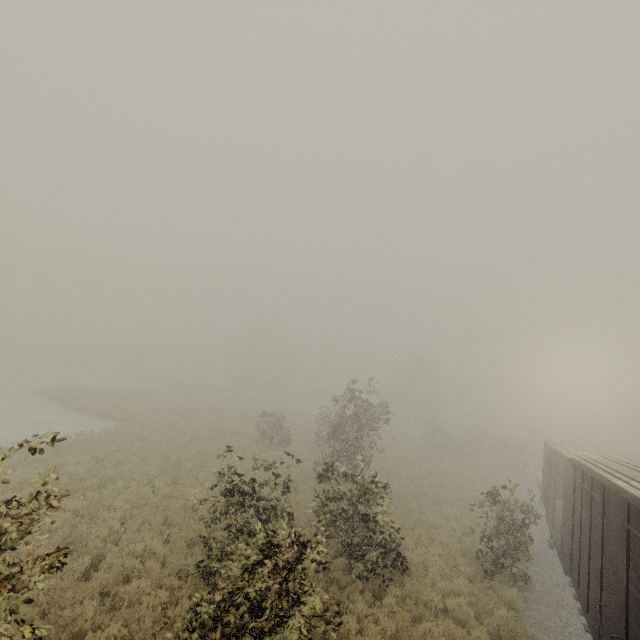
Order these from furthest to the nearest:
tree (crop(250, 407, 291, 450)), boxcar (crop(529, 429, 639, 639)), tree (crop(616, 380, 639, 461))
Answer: tree (crop(616, 380, 639, 461)) → tree (crop(250, 407, 291, 450)) → boxcar (crop(529, 429, 639, 639))

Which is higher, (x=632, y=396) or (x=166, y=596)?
(x=632, y=396)

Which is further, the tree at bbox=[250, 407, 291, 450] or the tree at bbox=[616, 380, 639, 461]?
the tree at bbox=[616, 380, 639, 461]

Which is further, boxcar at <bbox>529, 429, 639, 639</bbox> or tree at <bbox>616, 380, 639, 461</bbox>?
tree at <bbox>616, 380, 639, 461</bbox>

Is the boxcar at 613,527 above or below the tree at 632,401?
below

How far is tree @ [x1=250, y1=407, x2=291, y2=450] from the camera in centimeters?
2612cm

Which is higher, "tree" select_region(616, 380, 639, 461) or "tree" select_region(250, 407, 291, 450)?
"tree" select_region(616, 380, 639, 461)

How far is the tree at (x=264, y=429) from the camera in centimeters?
2612cm
